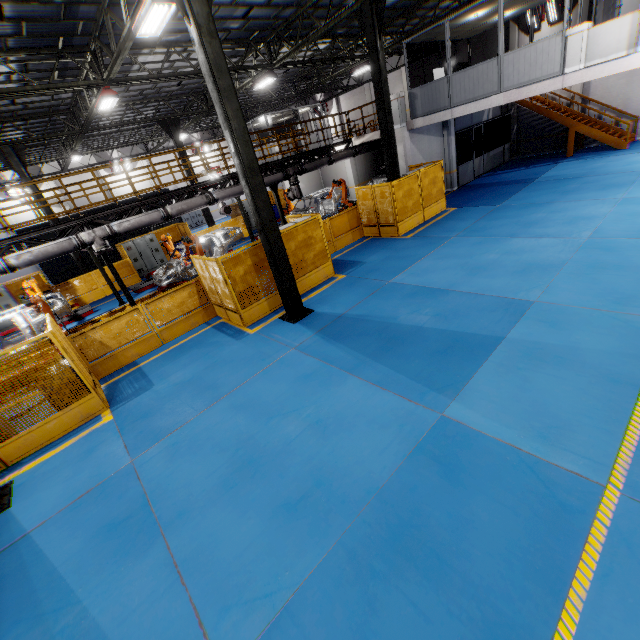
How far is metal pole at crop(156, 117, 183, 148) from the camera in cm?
1944

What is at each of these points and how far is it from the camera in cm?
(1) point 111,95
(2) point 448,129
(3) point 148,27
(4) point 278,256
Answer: (1) light, 1185
(2) cement column, 1766
(3) light, 788
(4) metal pole, 862

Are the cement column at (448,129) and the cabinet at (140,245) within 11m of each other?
no

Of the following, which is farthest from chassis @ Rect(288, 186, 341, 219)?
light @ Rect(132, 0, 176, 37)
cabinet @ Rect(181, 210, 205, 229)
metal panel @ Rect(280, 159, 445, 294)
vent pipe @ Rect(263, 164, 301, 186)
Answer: cabinet @ Rect(181, 210, 205, 229)

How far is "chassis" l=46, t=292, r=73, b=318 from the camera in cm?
1198

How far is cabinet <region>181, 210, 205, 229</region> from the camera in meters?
35.0

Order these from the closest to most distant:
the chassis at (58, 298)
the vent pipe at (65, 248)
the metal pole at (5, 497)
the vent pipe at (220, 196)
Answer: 1. the metal pole at (5, 497)
2. the vent pipe at (65, 248)
3. the chassis at (58, 298)
4. the vent pipe at (220, 196)

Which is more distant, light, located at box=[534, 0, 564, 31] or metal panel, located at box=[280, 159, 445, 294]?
light, located at box=[534, 0, 564, 31]
